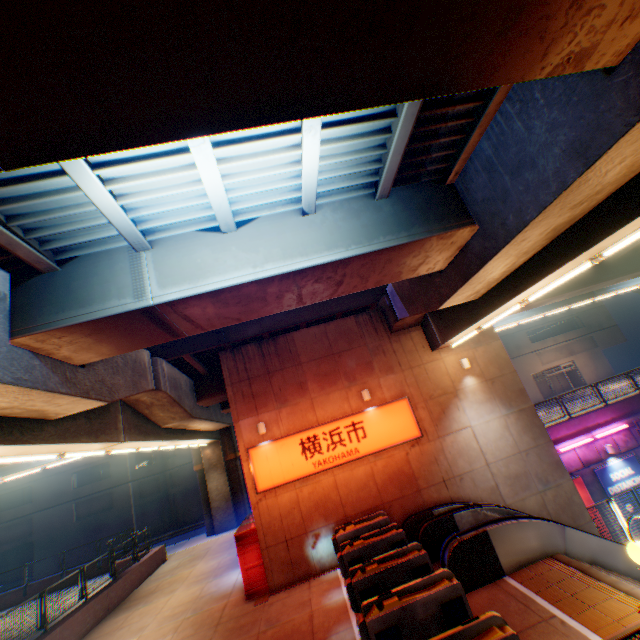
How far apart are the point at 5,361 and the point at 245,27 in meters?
6.5 m

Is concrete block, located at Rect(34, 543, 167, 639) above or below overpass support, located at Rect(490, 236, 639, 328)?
below

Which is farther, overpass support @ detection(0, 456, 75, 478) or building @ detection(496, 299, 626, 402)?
building @ detection(496, 299, 626, 402)

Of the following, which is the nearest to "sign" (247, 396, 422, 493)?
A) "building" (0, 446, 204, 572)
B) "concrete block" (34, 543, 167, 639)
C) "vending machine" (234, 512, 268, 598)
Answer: "vending machine" (234, 512, 268, 598)

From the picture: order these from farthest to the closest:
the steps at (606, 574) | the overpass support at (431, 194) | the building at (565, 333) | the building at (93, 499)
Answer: the building at (565, 333), the building at (93, 499), the steps at (606, 574), the overpass support at (431, 194)

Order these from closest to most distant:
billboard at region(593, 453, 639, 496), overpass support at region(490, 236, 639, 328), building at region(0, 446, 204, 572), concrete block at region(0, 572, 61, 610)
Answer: billboard at region(593, 453, 639, 496)
overpass support at region(490, 236, 639, 328)
concrete block at region(0, 572, 61, 610)
building at region(0, 446, 204, 572)

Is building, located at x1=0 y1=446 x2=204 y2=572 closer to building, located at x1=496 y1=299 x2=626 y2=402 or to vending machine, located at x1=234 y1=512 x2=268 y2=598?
building, located at x1=496 y1=299 x2=626 y2=402

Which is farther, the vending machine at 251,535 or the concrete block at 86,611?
the concrete block at 86,611
